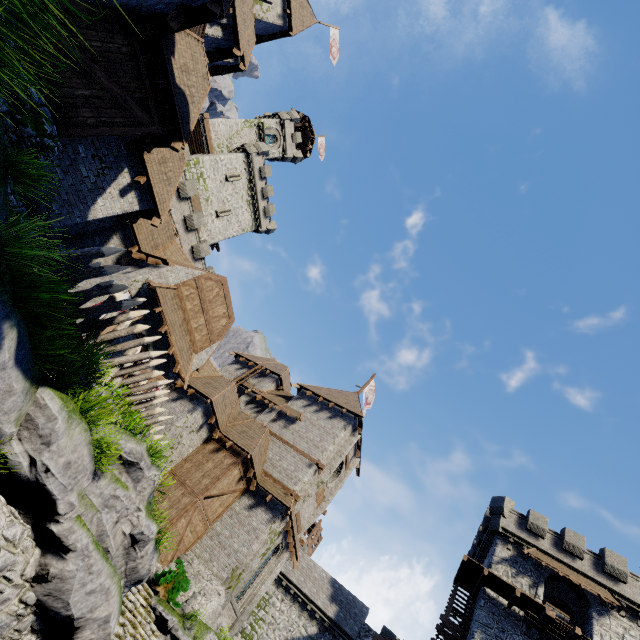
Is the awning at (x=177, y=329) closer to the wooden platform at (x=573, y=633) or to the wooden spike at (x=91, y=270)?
the wooden spike at (x=91, y=270)

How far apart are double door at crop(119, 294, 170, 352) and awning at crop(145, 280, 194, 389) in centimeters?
45cm

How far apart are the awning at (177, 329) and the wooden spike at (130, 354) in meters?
4.8 m

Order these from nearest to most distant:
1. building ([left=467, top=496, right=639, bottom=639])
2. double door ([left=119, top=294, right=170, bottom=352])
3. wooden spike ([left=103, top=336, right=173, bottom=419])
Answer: wooden spike ([left=103, top=336, right=173, bottom=419]), double door ([left=119, top=294, right=170, bottom=352]), building ([left=467, top=496, right=639, bottom=639])

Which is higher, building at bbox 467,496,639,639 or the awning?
building at bbox 467,496,639,639

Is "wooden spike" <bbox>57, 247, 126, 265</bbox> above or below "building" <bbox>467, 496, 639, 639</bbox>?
below

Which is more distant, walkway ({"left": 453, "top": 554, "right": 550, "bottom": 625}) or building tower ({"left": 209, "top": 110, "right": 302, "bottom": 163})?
building tower ({"left": 209, "top": 110, "right": 302, "bottom": 163})

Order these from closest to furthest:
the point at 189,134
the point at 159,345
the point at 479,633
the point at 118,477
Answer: the point at 118,477 → the point at 189,134 → the point at 159,345 → the point at 479,633
